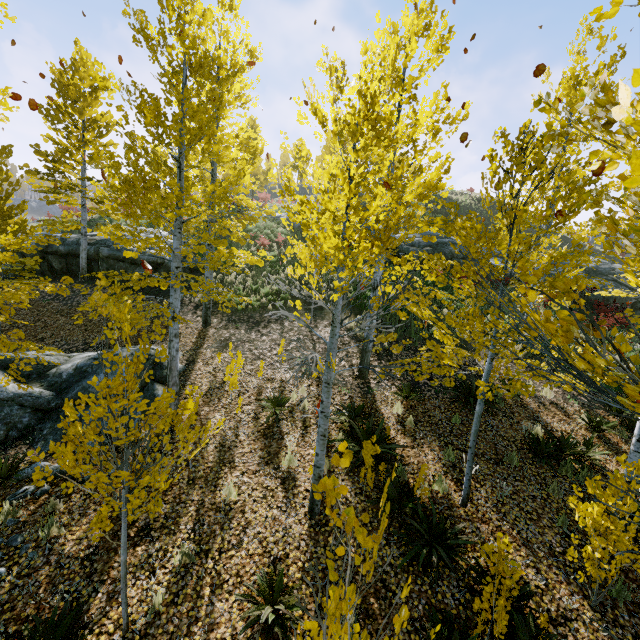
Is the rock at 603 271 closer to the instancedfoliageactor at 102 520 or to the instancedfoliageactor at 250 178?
the instancedfoliageactor at 102 520

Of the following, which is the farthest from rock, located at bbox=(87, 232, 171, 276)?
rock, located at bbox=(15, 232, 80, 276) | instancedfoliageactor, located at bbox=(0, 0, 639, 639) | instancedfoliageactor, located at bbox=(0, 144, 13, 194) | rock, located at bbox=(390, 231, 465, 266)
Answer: instancedfoliageactor, located at bbox=(0, 0, 639, 639)

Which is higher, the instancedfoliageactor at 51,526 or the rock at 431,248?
the rock at 431,248

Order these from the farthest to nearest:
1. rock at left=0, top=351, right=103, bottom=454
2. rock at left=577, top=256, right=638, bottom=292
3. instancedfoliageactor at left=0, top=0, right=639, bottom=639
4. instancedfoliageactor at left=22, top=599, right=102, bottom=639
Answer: rock at left=577, top=256, right=638, bottom=292
rock at left=0, top=351, right=103, bottom=454
instancedfoliageactor at left=22, top=599, right=102, bottom=639
instancedfoliageactor at left=0, top=0, right=639, bottom=639

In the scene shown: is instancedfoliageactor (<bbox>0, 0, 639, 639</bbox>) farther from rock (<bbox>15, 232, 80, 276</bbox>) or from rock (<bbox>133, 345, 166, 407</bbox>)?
rock (<bbox>15, 232, 80, 276</bbox>)

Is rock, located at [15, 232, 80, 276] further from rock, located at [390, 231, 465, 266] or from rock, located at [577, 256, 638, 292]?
rock, located at [577, 256, 638, 292]

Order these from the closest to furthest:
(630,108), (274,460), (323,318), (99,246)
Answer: (630,108) < (274,460) < (323,318) < (99,246)

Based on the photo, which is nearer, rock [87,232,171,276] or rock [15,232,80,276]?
rock [87,232,171,276]
